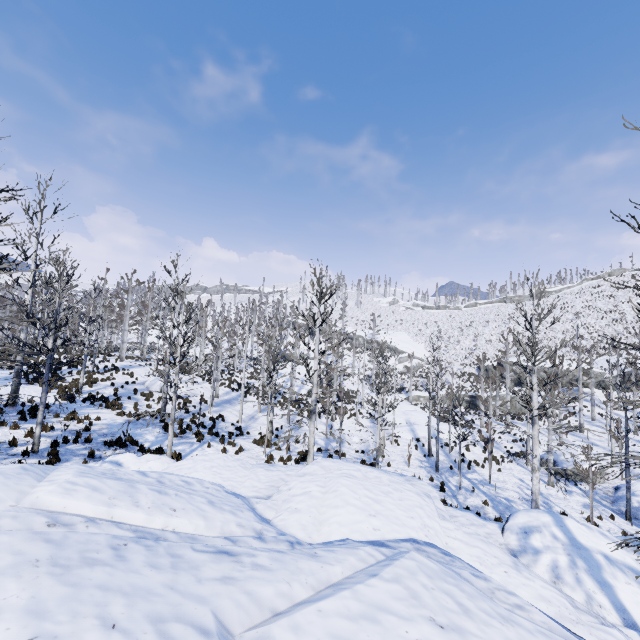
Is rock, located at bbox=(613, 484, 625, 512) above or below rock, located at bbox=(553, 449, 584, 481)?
below

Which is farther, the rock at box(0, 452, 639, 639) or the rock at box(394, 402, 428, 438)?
the rock at box(394, 402, 428, 438)

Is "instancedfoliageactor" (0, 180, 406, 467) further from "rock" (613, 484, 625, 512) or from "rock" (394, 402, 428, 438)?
"rock" (613, 484, 625, 512)

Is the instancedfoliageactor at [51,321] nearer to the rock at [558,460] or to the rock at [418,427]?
the rock at [418,427]

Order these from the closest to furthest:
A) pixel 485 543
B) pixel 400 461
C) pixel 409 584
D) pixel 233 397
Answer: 1. pixel 409 584
2. pixel 485 543
3. pixel 400 461
4. pixel 233 397

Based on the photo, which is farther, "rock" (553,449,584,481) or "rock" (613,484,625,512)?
"rock" (553,449,584,481)

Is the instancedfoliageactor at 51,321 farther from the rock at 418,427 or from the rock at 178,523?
the rock at 418,427

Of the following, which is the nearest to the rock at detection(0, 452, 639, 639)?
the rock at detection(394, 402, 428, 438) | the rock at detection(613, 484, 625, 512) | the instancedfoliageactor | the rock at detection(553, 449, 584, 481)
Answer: the instancedfoliageactor
